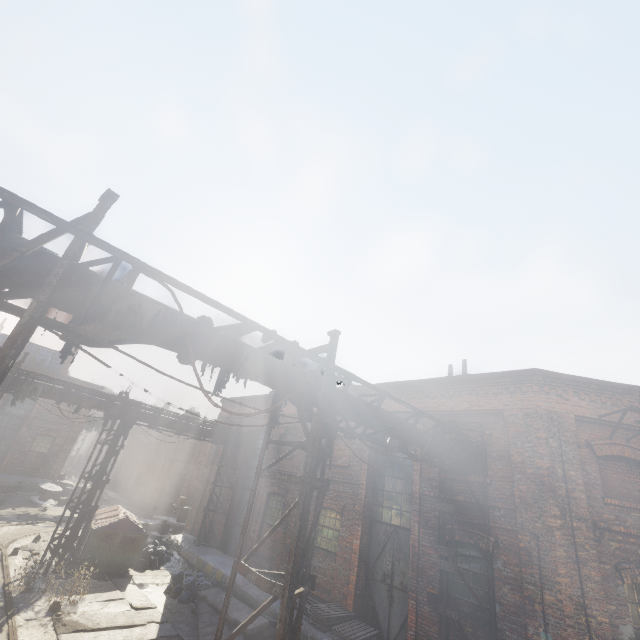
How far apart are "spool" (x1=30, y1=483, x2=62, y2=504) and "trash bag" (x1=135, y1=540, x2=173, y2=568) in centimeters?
1204cm

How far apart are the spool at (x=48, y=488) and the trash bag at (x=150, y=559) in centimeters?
1204cm

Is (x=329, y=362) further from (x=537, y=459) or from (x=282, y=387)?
(x=537, y=459)

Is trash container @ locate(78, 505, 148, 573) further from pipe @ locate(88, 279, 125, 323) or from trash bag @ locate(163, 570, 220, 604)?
trash bag @ locate(163, 570, 220, 604)

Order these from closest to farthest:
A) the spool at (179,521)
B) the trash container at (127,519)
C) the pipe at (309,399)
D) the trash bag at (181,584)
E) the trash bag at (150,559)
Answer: the pipe at (309,399), the trash bag at (181,584), the trash container at (127,519), the trash bag at (150,559), the spool at (179,521)

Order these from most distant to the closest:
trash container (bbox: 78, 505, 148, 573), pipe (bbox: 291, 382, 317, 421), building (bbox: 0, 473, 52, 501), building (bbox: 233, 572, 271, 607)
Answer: building (bbox: 0, 473, 52, 501) → trash container (bbox: 78, 505, 148, 573) → building (bbox: 233, 572, 271, 607) → pipe (bbox: 291, 382, 317, 421)

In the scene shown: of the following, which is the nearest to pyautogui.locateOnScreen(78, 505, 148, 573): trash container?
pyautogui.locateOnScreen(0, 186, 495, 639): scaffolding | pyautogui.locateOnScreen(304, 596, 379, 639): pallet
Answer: pyautogui.locateOnScreen(304, 596, 379, 639): pallet

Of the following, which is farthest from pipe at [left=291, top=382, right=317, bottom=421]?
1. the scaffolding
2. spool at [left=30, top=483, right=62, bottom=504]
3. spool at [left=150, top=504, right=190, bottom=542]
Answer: spool at [left=30, top=483, right=62, bottom=504]
